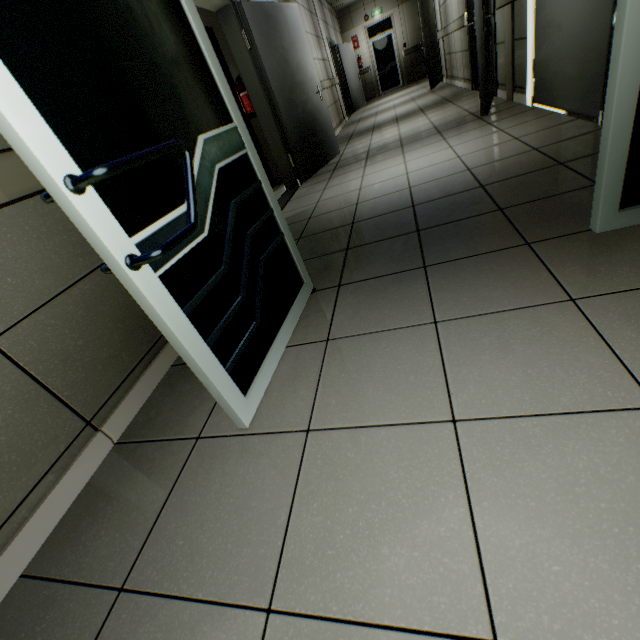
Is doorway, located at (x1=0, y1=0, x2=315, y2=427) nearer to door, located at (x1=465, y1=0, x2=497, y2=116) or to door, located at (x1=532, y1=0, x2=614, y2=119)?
door, located at (x1=532, y1=0, x2=614, y2=119)

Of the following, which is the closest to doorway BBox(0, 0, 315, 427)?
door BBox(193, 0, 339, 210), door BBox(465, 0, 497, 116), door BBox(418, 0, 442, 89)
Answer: door BBox(193, 0, 339, 210)

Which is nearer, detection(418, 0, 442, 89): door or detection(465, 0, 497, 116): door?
detection(465, 0, 497, 116): door

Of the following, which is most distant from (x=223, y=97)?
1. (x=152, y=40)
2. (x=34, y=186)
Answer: (x=34, y=186)

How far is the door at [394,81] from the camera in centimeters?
1329cm

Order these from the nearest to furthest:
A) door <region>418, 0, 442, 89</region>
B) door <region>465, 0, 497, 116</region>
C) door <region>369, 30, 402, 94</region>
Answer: door <region>465, 0, 497, 116</region>
door <region>418, 0, 442, 89</region>
door <region>369, 30, 402, 94</region>

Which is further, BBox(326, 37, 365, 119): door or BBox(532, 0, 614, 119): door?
BBox(326, 37, 365, 119): door

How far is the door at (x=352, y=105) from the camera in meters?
10.8
